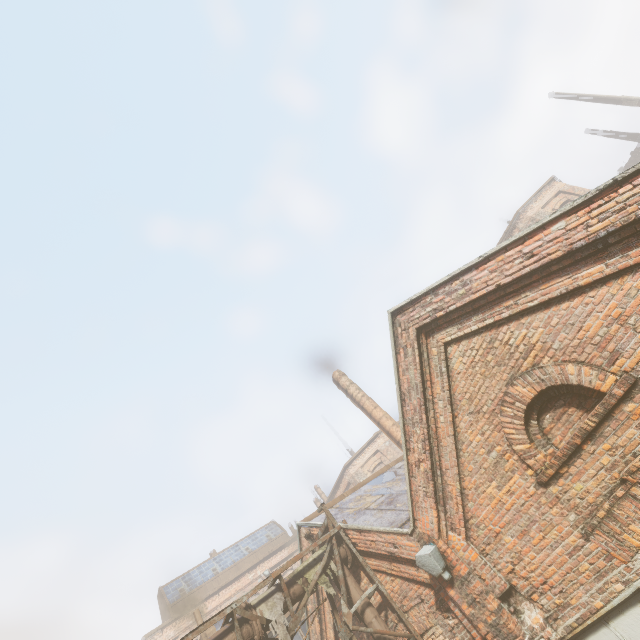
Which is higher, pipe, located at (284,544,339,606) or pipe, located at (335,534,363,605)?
pipe, located at (284,544,339,606)

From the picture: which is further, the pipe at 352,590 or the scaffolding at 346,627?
the pipe at 352,590

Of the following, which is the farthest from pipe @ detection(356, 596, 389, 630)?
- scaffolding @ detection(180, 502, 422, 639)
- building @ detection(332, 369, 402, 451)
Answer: building @ detection(332, 369, 402, 451)

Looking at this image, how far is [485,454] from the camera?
5.3m

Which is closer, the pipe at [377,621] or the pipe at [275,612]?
the pipe at [275,612]

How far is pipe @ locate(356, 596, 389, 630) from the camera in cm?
665
